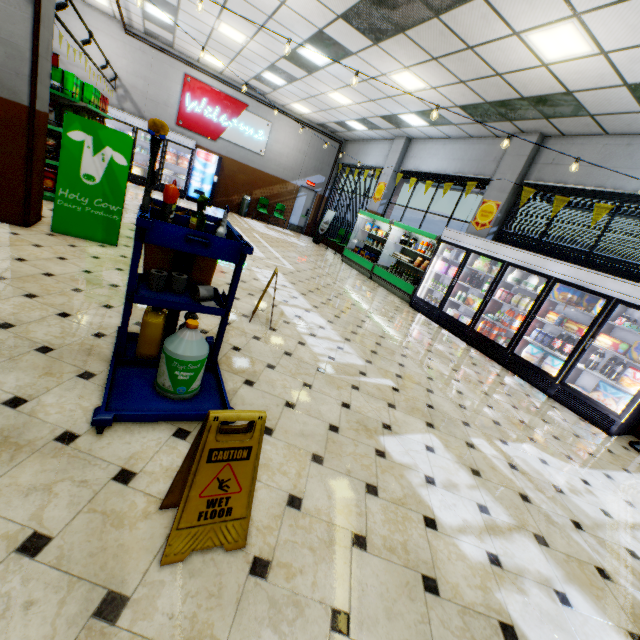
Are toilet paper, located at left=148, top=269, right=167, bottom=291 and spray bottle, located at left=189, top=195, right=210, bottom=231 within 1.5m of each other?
yes

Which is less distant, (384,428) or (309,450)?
(309,450)

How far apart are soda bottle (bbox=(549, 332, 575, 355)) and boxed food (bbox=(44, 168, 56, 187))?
10.1m

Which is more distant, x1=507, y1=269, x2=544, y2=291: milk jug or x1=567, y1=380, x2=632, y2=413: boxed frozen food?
x1=507, y1=269, x2=544, y2=291: milk jug

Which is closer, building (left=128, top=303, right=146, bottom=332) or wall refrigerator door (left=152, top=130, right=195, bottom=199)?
building (left=128, top=303, right=146, bottom=332)

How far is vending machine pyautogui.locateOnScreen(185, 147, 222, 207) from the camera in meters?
13.0

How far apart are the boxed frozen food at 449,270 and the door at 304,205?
9.74m

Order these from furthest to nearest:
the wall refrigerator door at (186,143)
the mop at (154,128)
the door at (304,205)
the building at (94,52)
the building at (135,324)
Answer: the door at (304,205), the wall refrigerator door at (186,143), the building at (94,52), the building at (135,324), the mop at (154,128)
